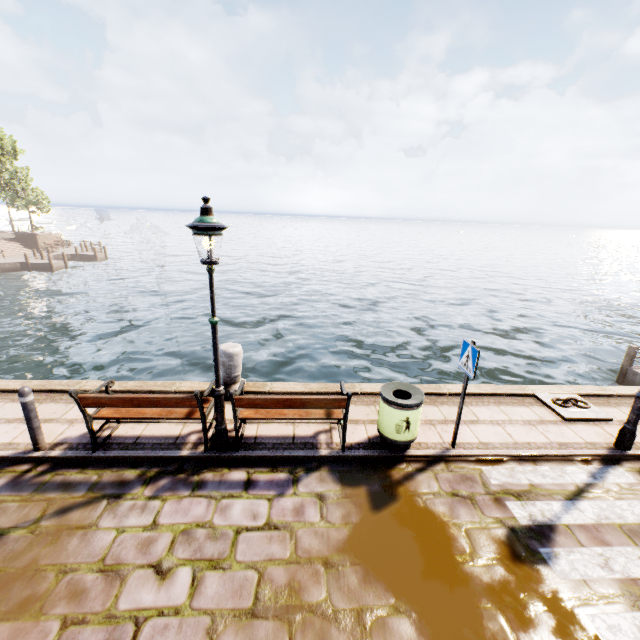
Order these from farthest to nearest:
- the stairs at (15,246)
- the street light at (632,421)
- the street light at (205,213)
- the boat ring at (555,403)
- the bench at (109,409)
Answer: the stairs at (15,246) → the boat ring at (555,403) → the street light at (632,421) → the bench at (109,409) → the street light at (205,213)

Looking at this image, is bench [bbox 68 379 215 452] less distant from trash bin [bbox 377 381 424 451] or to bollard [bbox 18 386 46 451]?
bollard [bbox 18 386 46 451]

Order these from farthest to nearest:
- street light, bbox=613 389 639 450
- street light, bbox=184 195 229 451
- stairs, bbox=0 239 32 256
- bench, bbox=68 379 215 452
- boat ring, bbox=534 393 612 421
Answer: stairs, bbox=0 239 32 256 < boat ring, bbox=534 393 612 421 < street light, bbox=613 389 639 450 < bench, bbox=68 379 215 452 < street light, bbox=184 195 229 451

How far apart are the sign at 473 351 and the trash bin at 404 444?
0.7 meters

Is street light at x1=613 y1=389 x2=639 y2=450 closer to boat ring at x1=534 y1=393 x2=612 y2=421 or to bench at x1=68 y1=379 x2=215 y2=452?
boat ring at x1=534 y1=393 x2=612 y2=421

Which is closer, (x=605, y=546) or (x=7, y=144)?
(x=605, y=546)

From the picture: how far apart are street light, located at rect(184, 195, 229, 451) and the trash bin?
2.50m

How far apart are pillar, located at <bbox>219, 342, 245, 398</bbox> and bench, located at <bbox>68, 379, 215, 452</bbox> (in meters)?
0.85
